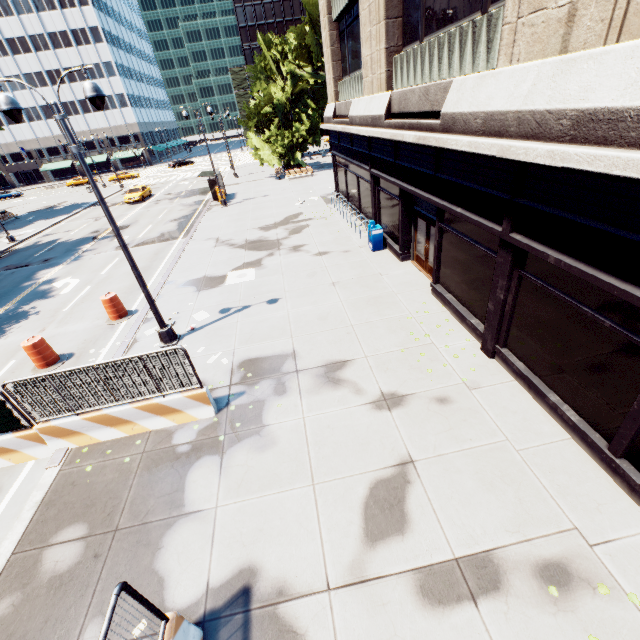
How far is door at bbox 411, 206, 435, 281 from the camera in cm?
1159

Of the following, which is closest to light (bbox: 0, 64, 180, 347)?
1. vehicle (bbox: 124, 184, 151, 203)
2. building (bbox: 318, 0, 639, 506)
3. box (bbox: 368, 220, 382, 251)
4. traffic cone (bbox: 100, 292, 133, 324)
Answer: traffic cone (bbox: 100, 292, 133, 324)

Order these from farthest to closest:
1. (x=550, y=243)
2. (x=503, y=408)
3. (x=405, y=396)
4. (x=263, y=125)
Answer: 1. (x=263, y=125)
2. (x=405, y=396)
3. (x=503, y=408)
4. (x=550, y=243)

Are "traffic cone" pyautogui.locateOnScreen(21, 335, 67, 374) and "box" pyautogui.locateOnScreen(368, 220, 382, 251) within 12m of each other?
no

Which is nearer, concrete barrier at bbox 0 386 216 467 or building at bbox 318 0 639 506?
building at bbox 318 0 639 506

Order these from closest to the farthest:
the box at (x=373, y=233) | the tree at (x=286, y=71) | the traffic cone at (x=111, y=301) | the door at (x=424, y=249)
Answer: the door at (x=424, y=249) < the traffic cone at (x=111, y=301) < the box at (x=373, y=233) < the tree at (x=286, y=71)

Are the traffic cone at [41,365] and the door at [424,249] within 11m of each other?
no

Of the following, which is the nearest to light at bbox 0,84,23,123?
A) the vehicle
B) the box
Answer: the box
